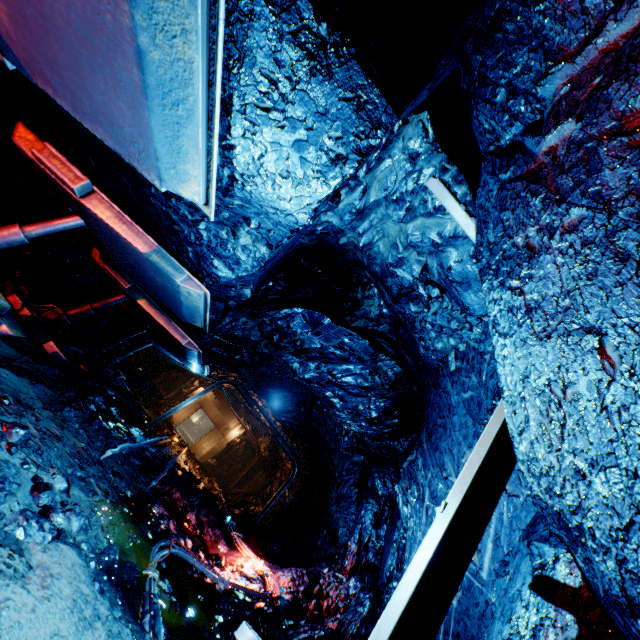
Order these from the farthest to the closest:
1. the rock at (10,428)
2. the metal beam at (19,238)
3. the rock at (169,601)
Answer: the metal beam at (19,238), the rock at (169,601), the rock at (10,428)

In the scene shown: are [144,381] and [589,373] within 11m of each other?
no

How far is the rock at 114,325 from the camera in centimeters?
1065cm

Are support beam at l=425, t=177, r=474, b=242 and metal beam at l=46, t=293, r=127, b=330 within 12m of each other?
yes

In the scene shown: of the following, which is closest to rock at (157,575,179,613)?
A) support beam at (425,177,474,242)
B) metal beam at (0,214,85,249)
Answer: support beam at (425,177,474,242)

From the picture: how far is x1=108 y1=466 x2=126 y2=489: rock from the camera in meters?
4.5

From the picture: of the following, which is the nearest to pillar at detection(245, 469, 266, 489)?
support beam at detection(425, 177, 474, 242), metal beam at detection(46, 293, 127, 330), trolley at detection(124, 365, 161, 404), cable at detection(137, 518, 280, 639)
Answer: cable at detection(137, 518, 280, 639)
